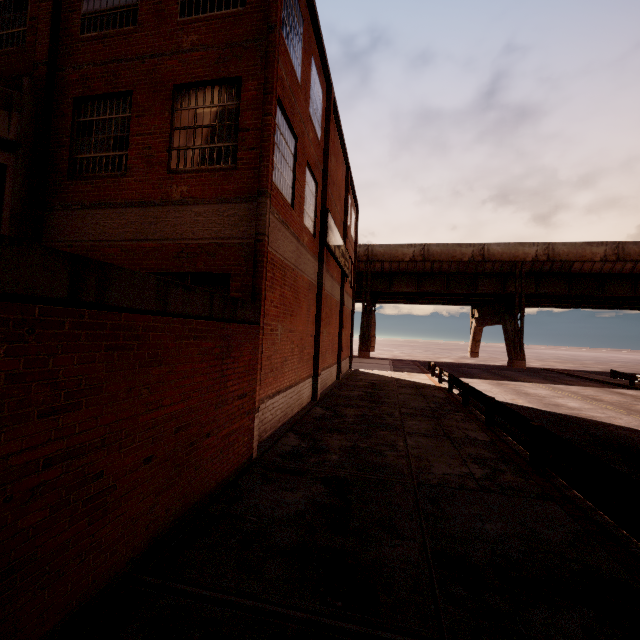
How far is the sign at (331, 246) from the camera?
13.8m

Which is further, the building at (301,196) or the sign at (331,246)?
the sign at (331,246)

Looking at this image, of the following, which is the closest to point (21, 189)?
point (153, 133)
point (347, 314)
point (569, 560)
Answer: point (153, 133)

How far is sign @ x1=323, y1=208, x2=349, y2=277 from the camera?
13.8m

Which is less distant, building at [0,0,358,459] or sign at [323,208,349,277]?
building at [0,0,358,459]
